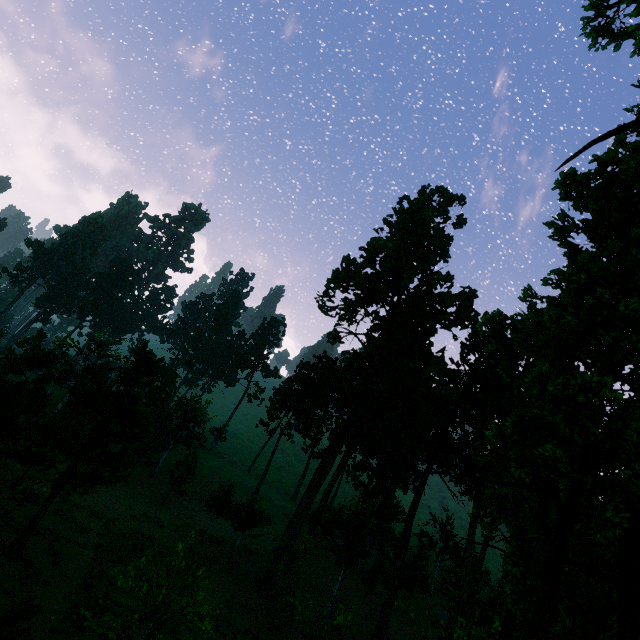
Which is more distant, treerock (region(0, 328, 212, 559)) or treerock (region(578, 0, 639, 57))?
treerock (region(0, 328, 212, 559))

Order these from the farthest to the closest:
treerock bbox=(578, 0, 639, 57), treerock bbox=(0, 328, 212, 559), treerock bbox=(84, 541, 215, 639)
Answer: treerock bbox=(0, 328, 212, 559) → treerock bbox=(84, 541, 215, 639) → treerock bbox=(578, 0, 639, 57)

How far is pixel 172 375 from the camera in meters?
52.6

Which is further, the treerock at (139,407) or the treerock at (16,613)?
the treerock at (139,407)
